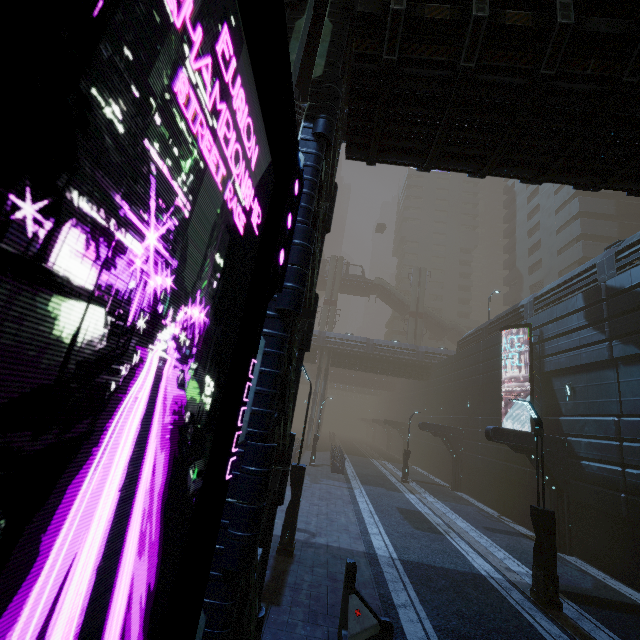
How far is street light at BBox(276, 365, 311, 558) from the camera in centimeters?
940cm

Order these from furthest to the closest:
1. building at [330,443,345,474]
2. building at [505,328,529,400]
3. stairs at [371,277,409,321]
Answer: stairs at [371,277,409,321], building at [330,443,345,474], building at [505,328,529,400]

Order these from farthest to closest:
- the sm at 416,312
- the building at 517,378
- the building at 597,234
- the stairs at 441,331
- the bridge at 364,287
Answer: the bridge at 364,287
the stairs at 441,331
the sm at 416,312
the building at 517,378
the building at 597,234

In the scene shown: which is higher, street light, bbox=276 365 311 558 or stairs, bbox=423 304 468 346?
stairs, bbox=423 304 468 346

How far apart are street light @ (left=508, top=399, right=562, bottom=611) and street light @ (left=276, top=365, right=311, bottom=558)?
6.71m

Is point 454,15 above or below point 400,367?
below

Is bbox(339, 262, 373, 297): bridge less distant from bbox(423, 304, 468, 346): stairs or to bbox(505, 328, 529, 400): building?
bbox(505, 328, 529, 400): building

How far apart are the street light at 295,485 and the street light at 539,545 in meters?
6.7 m
